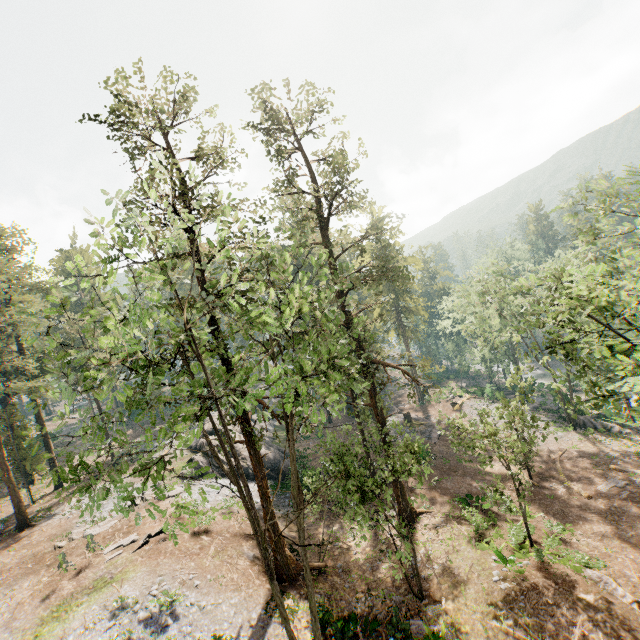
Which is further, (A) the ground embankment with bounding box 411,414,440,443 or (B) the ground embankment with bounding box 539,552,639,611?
(A) the ground embankment with bounding box 411,414,440,443

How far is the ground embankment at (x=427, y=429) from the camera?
35.5 meters

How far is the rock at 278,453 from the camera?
32.0 meters

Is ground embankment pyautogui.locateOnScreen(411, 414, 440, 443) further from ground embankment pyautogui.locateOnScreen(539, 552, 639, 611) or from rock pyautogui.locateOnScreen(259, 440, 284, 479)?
ground embankment pyautogui.locateOnScreen(539, 552, 639, 611)

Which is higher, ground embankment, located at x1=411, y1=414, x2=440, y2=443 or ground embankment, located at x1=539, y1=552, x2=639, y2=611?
ground embankment, located at x1=411, y1=414, x2=440, y2=443

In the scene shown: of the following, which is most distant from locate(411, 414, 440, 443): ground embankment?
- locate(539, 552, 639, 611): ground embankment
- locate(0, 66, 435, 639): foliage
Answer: locate(539, 552, 639, 611): ground embankment

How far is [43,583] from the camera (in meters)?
18.56

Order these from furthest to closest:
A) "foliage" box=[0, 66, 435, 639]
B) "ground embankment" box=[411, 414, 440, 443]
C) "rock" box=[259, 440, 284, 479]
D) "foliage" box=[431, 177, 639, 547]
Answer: "ground embankment" box=[411, 414, 440, 443]
"rock" box=[259, 440, 284, 479]
"foliage" box=[431, 177, 639, 547]
"foliage" box=[0, 66, 435, 639]
